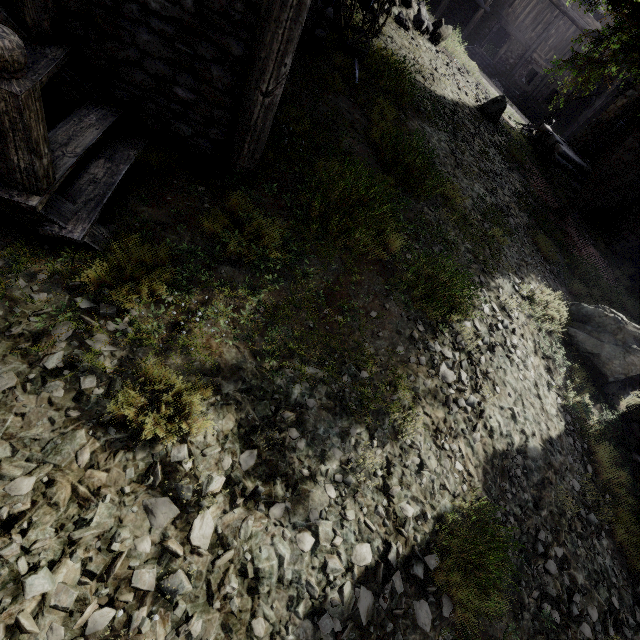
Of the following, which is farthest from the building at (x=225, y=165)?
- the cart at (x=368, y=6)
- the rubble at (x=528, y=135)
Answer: the cart at (x=368, y=6)

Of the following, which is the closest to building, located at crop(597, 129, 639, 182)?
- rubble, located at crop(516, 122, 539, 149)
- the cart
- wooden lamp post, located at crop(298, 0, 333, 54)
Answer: rubble, located at crop(516, 122, 539, 149)

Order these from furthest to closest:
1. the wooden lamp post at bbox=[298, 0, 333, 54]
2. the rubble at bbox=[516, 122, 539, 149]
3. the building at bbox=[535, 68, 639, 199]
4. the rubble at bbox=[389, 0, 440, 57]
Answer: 1. the rubble at bbox=[516, 122, 539, 149]
2. the building at bbox=[535, 68, 639, 199]
3. the rubble at bbox=[389, 0, 440, 57]
4. the wooden lamp post at bbox=[298, 0, 333, 54]

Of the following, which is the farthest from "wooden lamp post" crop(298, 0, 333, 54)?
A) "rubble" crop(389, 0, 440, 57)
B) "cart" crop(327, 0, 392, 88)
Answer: "rubble" crop(389, 0, 440, 57)

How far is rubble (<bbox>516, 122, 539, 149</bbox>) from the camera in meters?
17.4

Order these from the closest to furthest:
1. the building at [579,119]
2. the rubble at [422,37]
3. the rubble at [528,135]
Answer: the rubble at [422,37] < the building at [579,119] < the rubble at [528,135]

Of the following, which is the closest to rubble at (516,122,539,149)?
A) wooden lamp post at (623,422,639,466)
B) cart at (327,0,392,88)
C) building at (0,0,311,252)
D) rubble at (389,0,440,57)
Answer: building at (0,0,311,252)

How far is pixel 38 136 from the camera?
2.81m
